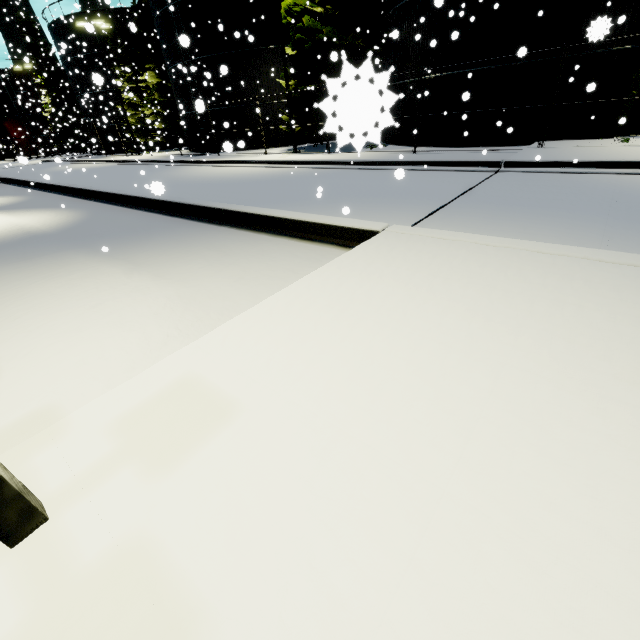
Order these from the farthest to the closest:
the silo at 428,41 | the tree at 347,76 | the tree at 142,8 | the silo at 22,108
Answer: the silo at 22,108
the tree at 142,8
the tree at 347,76
the silo at 428,41

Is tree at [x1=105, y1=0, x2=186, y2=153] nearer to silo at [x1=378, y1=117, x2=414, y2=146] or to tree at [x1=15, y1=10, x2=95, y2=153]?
silo at [x1=378, y1=117, x2=414, y2=146]

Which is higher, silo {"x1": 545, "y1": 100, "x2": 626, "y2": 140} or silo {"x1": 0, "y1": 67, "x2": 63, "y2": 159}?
silo {"x1": 0, "y1": 67, "x2": 63, "y2": 159}

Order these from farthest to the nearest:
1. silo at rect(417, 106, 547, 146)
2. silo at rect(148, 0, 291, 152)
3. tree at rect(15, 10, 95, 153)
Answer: tree at rect(15, 10, 95, 153) < silo at rect(148, 0, 291, 152) < silo at rect(417, 106, 547, 146)

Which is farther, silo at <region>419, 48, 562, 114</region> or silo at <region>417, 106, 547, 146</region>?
silo at <region>417, 106, 547, 146</region>

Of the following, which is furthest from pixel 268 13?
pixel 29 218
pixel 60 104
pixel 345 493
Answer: pixel 60 104

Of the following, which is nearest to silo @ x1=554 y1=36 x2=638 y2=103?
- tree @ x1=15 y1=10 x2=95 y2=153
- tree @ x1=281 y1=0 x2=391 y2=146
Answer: tree @ x1=281 y1=0 x2=391 y2=146

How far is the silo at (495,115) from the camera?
13.3m
